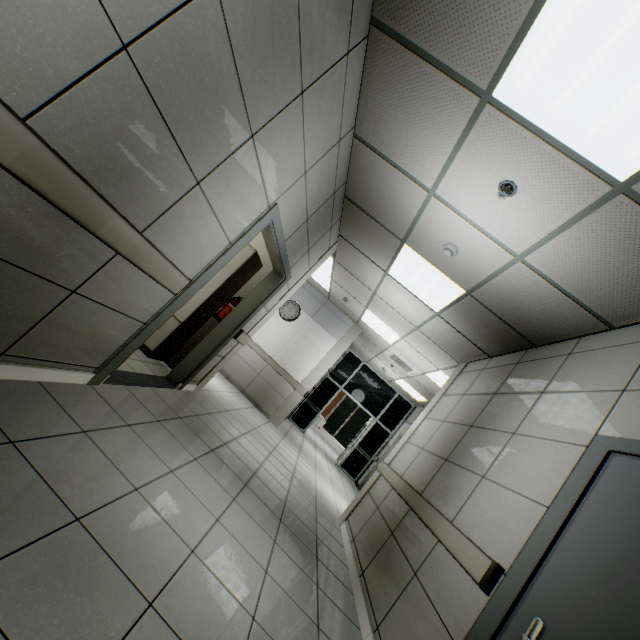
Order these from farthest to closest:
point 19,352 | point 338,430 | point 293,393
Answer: point 338,430 < point 293,393 < point 19,352

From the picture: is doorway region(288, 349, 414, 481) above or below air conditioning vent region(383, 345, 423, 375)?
below

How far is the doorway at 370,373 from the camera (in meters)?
10.82

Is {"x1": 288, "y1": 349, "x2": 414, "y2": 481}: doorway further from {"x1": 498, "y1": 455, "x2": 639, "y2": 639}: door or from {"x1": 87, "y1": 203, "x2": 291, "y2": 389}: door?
{"x1": 498, "y1": 455, "x2": 639, "y2": 639}: door

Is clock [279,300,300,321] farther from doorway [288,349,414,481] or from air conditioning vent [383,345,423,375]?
doorway [288,349,414,481]

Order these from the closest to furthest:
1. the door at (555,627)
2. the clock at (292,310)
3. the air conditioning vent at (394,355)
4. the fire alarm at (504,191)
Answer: the door at (555,627)
the fire alarm at (504,191)
the air conditioning vent at (394,355)
the clock at (292,310)

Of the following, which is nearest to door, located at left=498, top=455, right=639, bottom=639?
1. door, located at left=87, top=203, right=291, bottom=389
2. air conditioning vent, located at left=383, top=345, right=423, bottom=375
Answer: door, located at left=87, top=203, right=291, bottom=389

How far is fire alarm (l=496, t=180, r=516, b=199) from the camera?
2.4 meters
